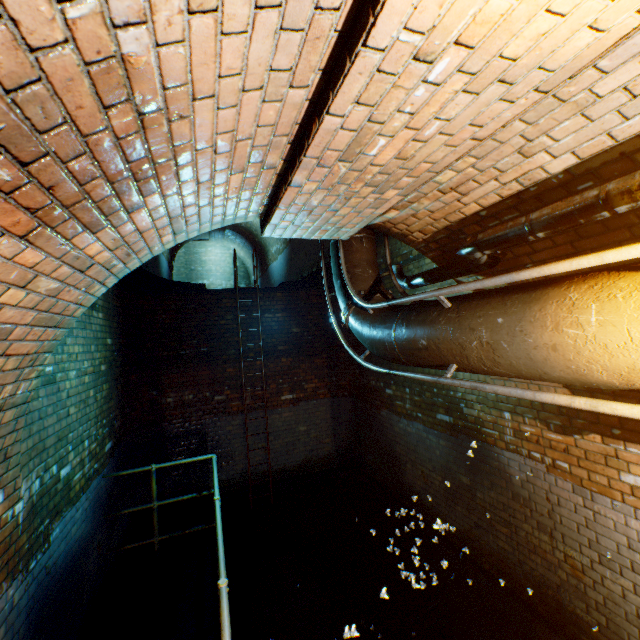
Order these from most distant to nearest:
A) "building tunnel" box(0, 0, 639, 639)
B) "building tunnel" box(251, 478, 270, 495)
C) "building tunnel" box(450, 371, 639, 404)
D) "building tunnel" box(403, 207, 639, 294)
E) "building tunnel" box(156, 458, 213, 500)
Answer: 1. "building tunnel" box(251, 478, 270, 495)
2. "building tunnel" box(156, 458, 213, 500)
3. "building tunnel" box(450, 371, 639, 404)
4. "building tunnel" box(403, 207, 639, 294)
5. "building tunnel" box(0, 0, 639, 639)

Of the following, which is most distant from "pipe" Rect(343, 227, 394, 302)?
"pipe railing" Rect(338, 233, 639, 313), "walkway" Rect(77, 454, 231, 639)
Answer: "walkway" Rect(77, 454, 231, 639)

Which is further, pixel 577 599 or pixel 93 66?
pixel 577 599

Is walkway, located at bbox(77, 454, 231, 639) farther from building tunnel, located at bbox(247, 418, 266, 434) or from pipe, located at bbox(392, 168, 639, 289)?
pipe, located at bbox(392, 168, 639, 289)

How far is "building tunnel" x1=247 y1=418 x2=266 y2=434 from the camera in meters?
6.9

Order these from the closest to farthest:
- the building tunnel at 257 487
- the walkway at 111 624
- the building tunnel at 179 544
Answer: the walkway at 111 624, the building tunnel at 179 544, the building tunnel at 257 487

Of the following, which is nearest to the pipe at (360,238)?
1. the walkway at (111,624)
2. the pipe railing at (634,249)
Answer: the pipe railing at (634,249)
